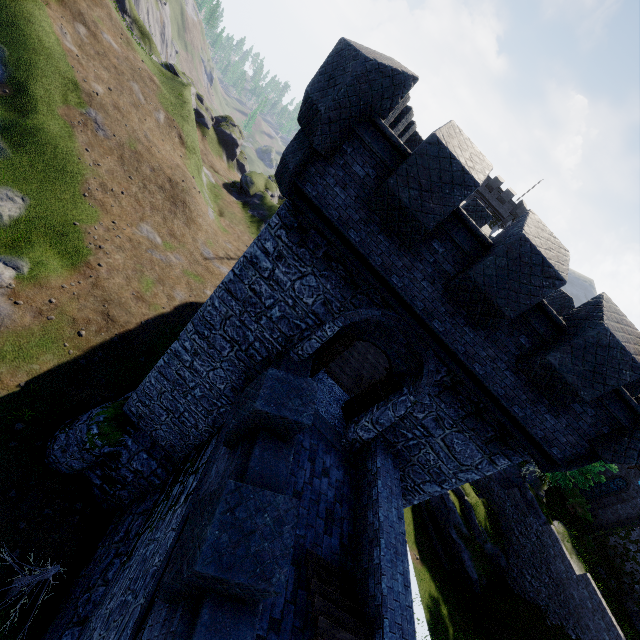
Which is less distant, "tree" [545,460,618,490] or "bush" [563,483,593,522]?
"tree" [545,460,618,490]

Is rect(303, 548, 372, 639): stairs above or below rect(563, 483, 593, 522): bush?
above

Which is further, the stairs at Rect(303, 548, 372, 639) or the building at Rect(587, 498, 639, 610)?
the building at Rect(587, 498, 639, 610)

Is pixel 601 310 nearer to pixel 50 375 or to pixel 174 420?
pixel 174 420

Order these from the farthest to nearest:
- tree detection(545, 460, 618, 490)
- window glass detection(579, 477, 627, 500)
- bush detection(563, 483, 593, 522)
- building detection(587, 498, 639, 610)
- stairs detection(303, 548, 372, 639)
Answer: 1. window glass detection(579, 477, 627, 500)
2. bush detection(563, 483, 593, 522)
3. tree detection(545, 460, 618, 490)
4. building detection(587, 498, 639, 610)
5. stairs detection(303, 548, 372, 639)

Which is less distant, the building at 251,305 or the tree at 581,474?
the building at 251,305

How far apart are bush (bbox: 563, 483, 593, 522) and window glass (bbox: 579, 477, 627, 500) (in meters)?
1.57

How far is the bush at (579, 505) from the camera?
26.64m
